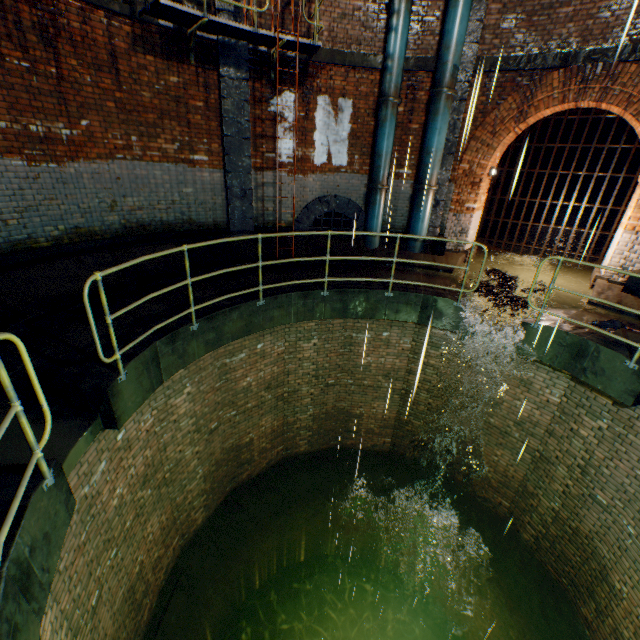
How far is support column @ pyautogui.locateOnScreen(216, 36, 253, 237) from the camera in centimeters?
713cm

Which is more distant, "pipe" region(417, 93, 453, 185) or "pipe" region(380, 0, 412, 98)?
"pipe" region(417, 93, 453, 185)

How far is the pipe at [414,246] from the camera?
9.2 meters

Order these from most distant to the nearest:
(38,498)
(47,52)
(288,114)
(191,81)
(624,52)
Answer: (288,114), (191,81), (624,52), (47,52), (38,498)

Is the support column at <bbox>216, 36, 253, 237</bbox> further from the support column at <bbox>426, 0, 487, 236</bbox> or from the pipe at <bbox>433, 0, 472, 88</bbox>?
the pipe at <bbox>433, 0, 472, 88</bbox>

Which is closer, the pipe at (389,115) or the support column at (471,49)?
the support column at (471,49)

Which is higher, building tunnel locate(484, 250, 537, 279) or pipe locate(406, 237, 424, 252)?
pipe locate(406, 237, 424, 252)

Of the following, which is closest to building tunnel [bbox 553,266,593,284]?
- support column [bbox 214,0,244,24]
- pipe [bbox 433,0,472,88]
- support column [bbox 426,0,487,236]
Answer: support column [bbox 426,0,487,236]
